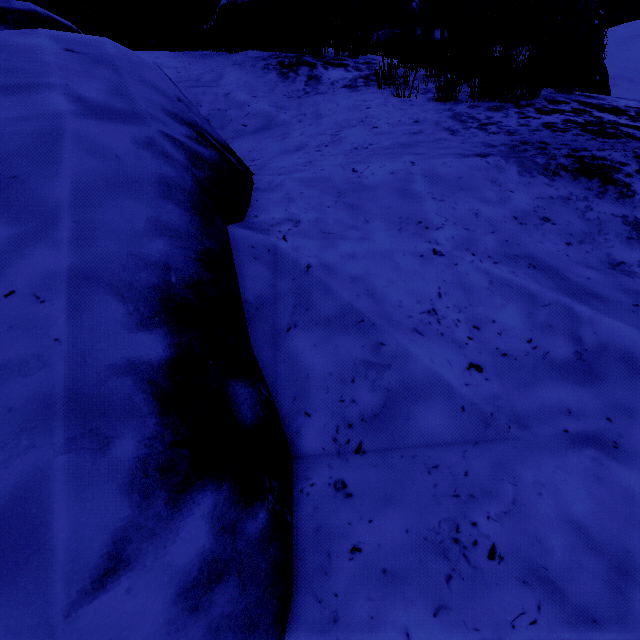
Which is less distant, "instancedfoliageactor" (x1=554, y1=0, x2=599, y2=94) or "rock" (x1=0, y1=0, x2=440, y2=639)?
"rock" (x1=0, y1=0, x2=440, y2=639)

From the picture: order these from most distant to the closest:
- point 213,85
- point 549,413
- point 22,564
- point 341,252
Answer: point 213,85, point 341,252, point 549,413, point 22,564

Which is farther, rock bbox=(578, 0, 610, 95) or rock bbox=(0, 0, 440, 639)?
rock bbox=(578, 0, 610, 95)

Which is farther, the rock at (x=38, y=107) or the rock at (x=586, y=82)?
the rock at (x=586, y=82)

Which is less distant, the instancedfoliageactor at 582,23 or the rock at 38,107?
the rock at 38,107
